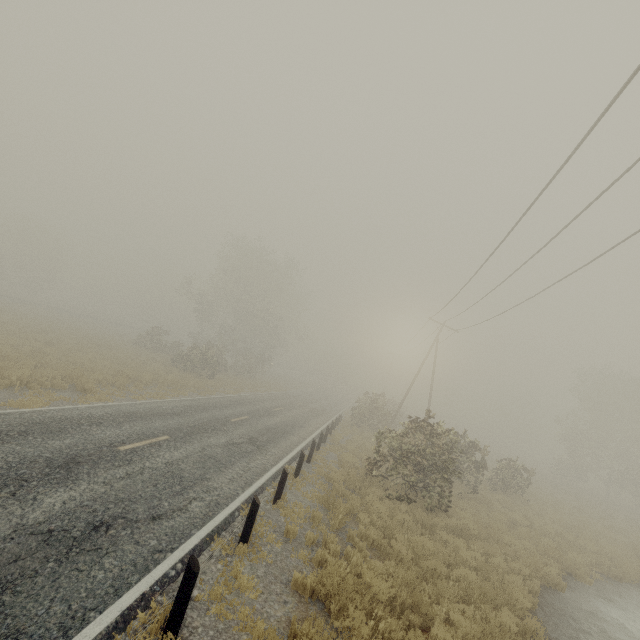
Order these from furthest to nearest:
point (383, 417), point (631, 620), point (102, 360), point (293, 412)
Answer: point (383, 417) < point (293, 412) < point (102, 360) < point (631, 620)

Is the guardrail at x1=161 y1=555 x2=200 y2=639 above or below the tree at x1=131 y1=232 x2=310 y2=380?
below

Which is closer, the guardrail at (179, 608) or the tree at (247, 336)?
the guardrail at (179, 608)

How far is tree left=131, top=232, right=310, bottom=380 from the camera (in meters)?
34.41

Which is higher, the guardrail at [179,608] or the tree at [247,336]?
the tree at [247,336]

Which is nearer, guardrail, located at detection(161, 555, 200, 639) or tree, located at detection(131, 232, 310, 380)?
guardrail, located at detection(161, 555, 200, 639)
